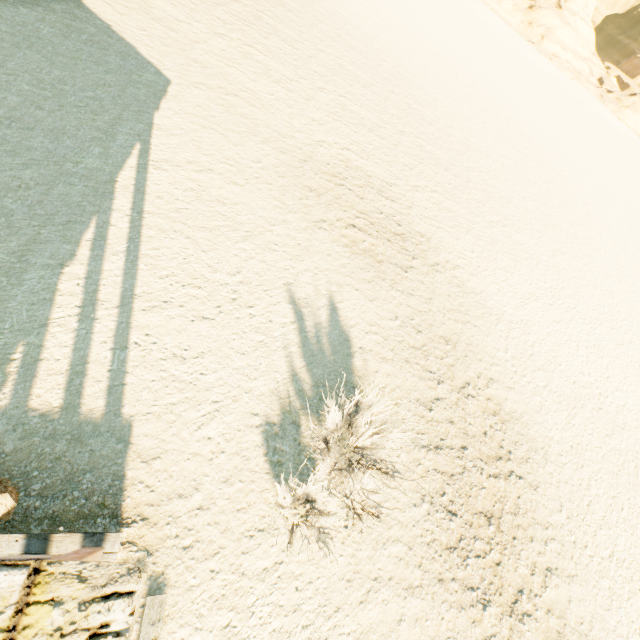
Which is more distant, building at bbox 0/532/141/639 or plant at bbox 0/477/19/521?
plant at bbox 0/477/19/521

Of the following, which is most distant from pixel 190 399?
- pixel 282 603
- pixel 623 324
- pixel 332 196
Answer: pixel 623 324

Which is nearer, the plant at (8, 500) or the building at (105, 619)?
the building at (105, 619)
